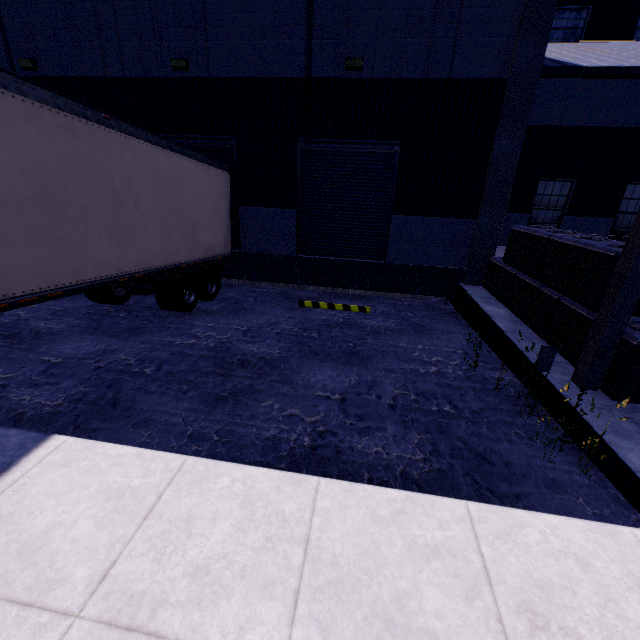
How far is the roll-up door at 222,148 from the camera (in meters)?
9.96

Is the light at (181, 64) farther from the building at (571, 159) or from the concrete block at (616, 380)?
the concrete block at (616, 380)

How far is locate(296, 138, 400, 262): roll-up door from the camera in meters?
9.6

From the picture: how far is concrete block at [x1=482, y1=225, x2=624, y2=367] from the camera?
5.2 meters

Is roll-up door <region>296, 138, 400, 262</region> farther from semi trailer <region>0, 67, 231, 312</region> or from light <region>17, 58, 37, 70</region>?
light <region>17, 58, 37, 70</region>

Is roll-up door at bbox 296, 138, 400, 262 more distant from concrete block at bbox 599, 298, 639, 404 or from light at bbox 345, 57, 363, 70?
concrete block at bbox 599, 298, 639, 404

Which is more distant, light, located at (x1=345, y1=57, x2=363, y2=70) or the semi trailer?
light, located at (x1=345, y1=57, x2=363, y2=70)

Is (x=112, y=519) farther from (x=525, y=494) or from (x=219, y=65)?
(x=219, y=65)
